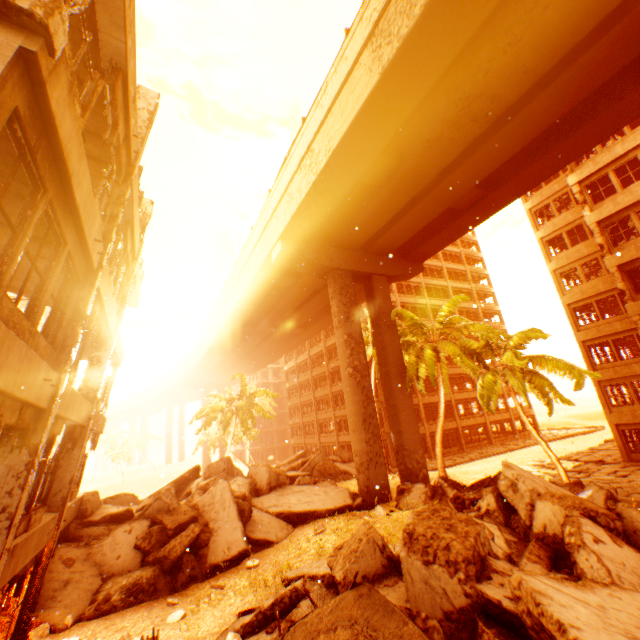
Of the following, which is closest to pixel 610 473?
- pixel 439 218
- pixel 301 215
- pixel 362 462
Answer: pixel 362 462

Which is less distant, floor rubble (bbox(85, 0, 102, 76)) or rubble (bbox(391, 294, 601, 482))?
floor rubble (bbox(85, 0, 102, 76))

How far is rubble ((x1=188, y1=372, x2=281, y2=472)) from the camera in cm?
3247

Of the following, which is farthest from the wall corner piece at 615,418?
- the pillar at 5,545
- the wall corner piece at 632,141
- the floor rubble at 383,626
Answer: the pillar at 5,545

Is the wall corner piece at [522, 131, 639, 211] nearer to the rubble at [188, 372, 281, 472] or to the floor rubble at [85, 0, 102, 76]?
the rubble at [188, 372, 281, 472]

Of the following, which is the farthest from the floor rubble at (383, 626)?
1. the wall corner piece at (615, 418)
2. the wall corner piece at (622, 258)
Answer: the wall corner piece at (615, 418)

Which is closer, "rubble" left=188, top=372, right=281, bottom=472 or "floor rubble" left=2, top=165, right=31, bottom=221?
"floor rubble" left=2, top=165, right=31, bottom=221

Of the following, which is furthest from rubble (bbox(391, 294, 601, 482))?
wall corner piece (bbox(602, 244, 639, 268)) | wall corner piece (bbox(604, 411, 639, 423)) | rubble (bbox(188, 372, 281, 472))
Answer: wall corner piece (bbox(604, 411, 639, 423))
